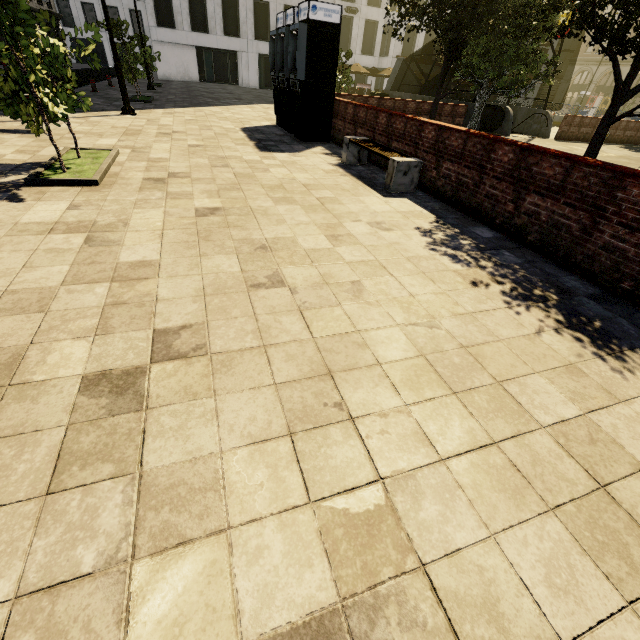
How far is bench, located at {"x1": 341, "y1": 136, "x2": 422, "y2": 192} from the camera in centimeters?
631cm

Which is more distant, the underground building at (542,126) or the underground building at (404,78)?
the underground building at (404,78)

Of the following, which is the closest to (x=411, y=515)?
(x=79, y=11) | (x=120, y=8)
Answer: (x=120, y=8)

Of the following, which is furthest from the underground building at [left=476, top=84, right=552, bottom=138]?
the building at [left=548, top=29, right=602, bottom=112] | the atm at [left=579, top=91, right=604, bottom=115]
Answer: the building at [left=548, top=29, right=602, bottom=112]

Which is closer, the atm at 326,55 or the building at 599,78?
the atm at 326,55

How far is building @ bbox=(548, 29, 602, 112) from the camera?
45.0 meters

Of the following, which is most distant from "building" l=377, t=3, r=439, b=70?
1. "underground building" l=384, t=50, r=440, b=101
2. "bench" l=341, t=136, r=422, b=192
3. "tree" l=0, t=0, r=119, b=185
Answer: "bench" l=341, t=136, r=422, b=192

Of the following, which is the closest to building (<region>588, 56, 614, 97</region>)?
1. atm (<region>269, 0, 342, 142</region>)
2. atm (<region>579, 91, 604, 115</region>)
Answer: atm (<region>579, 91, 604, 115</region>)
